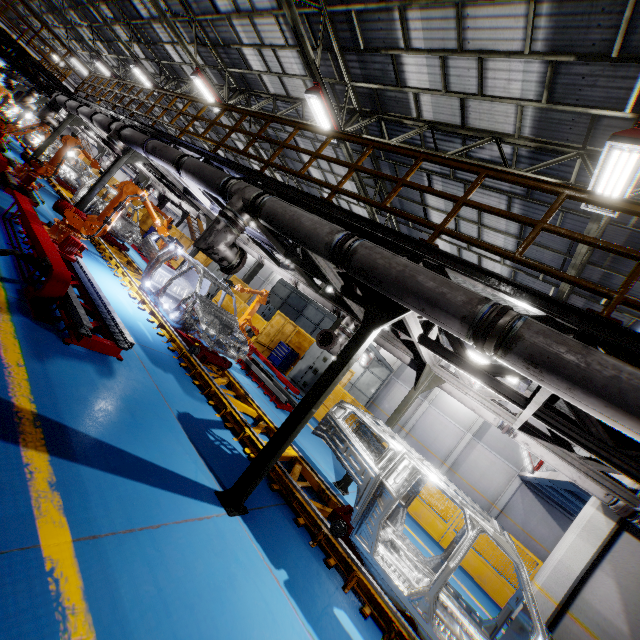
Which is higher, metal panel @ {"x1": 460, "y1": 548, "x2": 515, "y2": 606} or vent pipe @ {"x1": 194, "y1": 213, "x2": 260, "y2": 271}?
vent pipe @ {"x1": 194, "y1": 213, "x2": 260, "y2": 271}

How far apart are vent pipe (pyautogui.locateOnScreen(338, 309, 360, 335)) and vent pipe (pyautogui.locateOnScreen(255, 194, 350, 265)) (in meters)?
3.70

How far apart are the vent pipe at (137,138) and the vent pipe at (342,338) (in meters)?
3.70

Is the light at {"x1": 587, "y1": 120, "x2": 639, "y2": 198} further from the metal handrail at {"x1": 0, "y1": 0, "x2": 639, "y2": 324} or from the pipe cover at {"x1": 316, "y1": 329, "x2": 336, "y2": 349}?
the pipe cover at {"x1": 316, "y1": 329, "x2": 336, "y2": 349}

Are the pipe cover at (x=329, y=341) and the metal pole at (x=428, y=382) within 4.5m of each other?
yes

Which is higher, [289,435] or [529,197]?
[529,197]

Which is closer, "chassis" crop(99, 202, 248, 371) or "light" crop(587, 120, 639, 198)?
"light" crop(587, 120, 639, 198)

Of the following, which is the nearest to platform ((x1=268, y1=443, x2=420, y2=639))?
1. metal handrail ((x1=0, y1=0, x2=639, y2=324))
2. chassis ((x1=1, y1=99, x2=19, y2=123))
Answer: chassis ((x1=1, y1=99, x2=19, y2=123))
